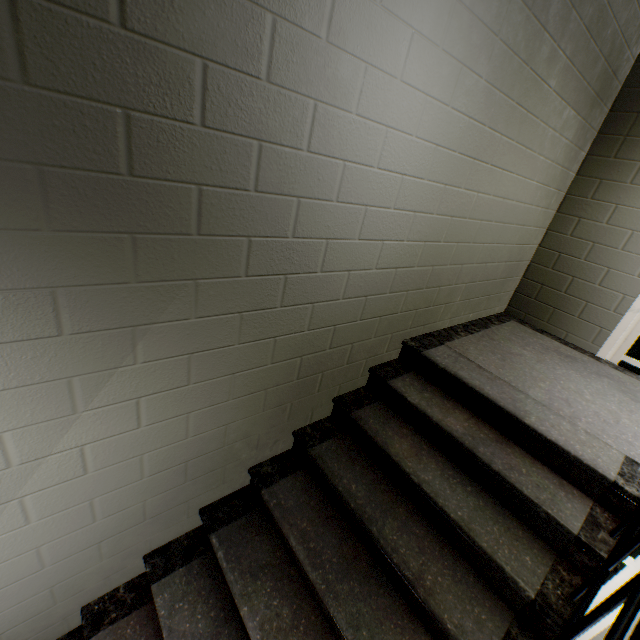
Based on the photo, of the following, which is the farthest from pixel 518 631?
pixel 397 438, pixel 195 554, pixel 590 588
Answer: pixel 195 554

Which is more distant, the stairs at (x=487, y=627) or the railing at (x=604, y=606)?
the stairs at (x=487, y=627)

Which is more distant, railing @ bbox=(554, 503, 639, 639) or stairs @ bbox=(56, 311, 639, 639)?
stairs @ bbox=(56, 311, 639, 639)
